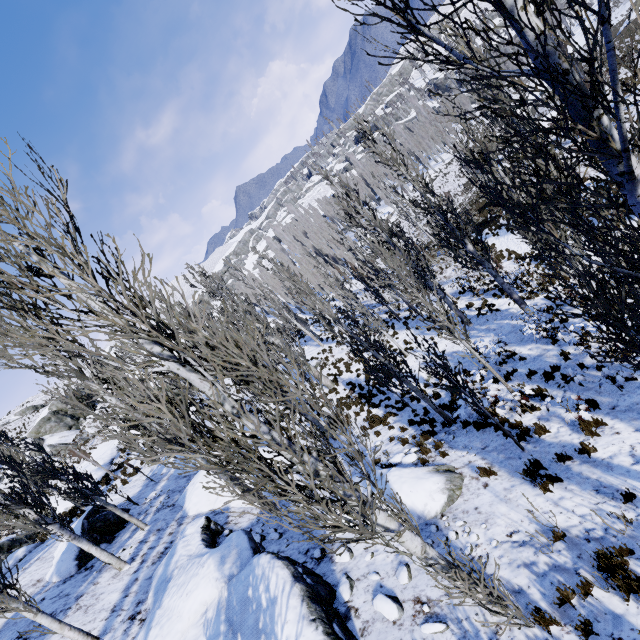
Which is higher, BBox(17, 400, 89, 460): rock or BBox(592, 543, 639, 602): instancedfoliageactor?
BBox(17, 400, 89, 460): rock

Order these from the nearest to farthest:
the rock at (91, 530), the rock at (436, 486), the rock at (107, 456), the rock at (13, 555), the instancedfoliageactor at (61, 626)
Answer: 1. the instancedfoliageactor at (61, 626)
2. the rock at (436, 486)
3. the rock at (91, 530)
4. the rock at (13, 555)
5. the rock at (107, 456)

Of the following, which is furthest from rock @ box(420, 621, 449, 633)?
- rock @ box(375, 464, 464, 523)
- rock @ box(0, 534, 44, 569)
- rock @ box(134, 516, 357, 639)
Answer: rock @ box(0, 534, 44, 569)

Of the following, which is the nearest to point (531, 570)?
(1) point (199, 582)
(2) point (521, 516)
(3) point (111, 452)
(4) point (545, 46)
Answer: (2) point (521, 516)

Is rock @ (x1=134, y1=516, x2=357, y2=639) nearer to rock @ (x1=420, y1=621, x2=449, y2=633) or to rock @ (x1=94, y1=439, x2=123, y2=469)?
rock @ (x1=420, y1=621, x2=449, y2=633)

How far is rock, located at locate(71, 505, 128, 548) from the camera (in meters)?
11.66

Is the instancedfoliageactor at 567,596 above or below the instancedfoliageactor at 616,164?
above

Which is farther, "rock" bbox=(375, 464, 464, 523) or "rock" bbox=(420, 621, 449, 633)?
"rock" bbox=(375, 464, 464, 523)
